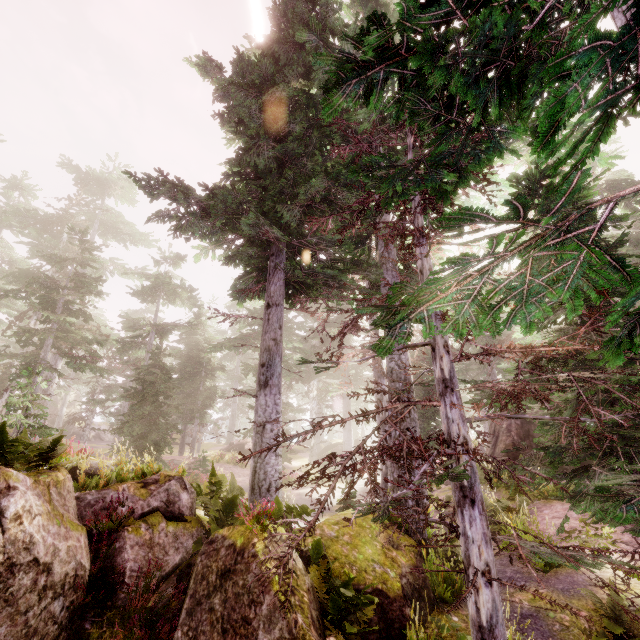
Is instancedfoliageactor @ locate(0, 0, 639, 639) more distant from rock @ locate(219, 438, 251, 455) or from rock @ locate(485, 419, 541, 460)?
rock @ locate(219, 438, 251, 455)

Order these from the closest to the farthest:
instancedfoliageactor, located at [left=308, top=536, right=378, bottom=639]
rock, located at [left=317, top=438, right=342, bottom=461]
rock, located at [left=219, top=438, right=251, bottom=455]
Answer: instancedfoliageactor, located at [left=308, top=536, right=378, bottom=639], rock, located at [left=219, top=438, right=251, bottom=455], rock, located at [left=317, top=438, right=342, bottom=461]

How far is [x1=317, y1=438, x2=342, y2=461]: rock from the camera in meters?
35.1 m

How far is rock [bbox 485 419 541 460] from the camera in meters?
17.2 m

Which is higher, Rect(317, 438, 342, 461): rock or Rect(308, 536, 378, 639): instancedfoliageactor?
Rect(317, 438, 342, 461): rock

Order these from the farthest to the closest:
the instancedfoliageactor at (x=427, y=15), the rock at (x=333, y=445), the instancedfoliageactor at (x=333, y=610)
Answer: the rock at (x=333, y=445) < the instancedfoliageactor at (x=333, y=610) < the instancedfoliageactor at (x=427, y=15)

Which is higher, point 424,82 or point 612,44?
point 424,82

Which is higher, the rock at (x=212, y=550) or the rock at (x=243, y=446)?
the rock at (x=243, y=446)
